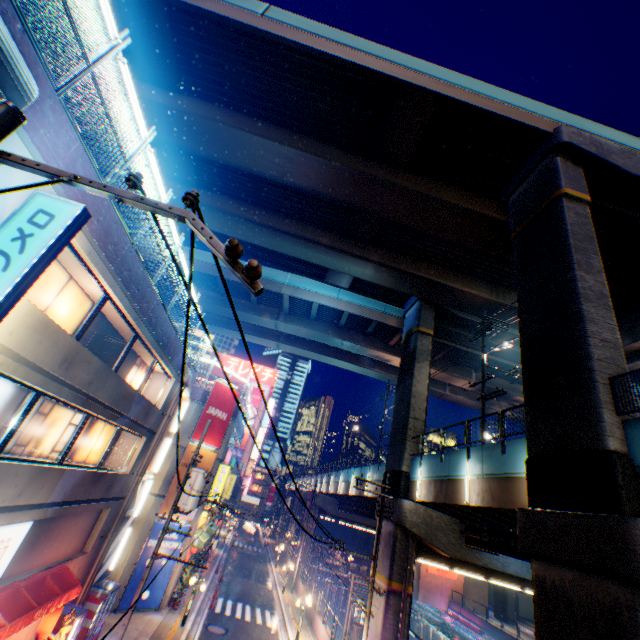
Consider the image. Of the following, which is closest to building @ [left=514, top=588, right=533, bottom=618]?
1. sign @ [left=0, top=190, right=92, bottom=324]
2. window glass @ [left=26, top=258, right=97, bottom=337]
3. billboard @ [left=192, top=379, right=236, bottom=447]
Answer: billboard @ [left=192, top=379, right=236, bottom=447]

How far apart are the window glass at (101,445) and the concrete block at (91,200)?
3.4 meters

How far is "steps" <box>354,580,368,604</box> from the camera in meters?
44.1

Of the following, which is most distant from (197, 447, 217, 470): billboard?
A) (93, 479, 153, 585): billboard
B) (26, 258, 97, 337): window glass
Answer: (26, 258, 97, 337): window glass

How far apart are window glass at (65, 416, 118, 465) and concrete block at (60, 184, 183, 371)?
3.43m

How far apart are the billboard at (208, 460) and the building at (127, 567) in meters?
0.1

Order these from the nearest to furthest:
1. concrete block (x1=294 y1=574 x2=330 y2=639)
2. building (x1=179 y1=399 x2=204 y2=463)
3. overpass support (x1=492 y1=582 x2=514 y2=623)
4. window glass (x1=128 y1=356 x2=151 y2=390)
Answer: window glass (x1=128 y1=356 x2=151 y2=390), concrete block (x1=294 y1=574 x2=330 y2=639), building (x1=179 y1=399 x2=204 y2=463), overpass support (x1=492 y1=582 x2=514 y2=623)

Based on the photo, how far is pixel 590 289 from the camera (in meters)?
11.55
